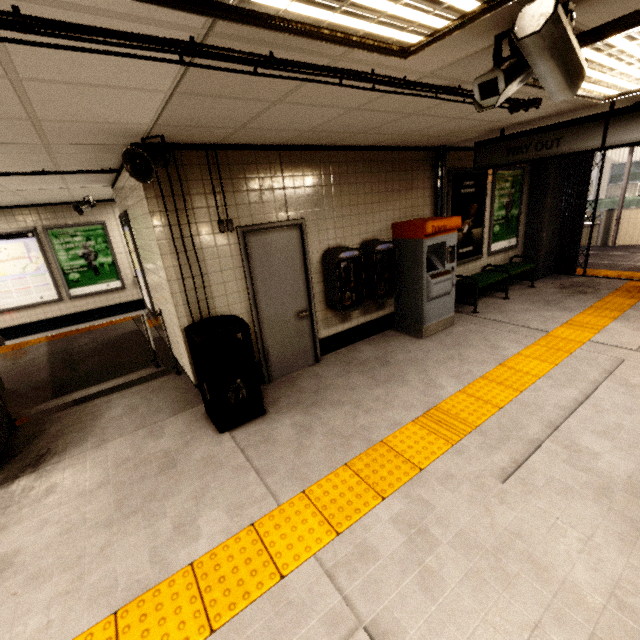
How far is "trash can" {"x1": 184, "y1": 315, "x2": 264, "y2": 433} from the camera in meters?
3.3

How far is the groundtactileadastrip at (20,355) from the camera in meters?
6.6

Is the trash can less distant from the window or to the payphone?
the payphone

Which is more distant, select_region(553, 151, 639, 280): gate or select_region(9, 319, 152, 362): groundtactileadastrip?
select_region(553, 151, 639, 280): gate

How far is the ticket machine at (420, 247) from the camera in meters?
4.9

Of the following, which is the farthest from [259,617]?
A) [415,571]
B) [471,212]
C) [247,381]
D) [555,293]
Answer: [555,293]

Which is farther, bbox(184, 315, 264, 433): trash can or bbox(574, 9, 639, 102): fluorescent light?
bbox(184, 315, 264, 433): trash can

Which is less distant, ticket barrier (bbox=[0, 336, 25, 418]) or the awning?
ticket barrier (bbox=[0, 336, 25, 418])
